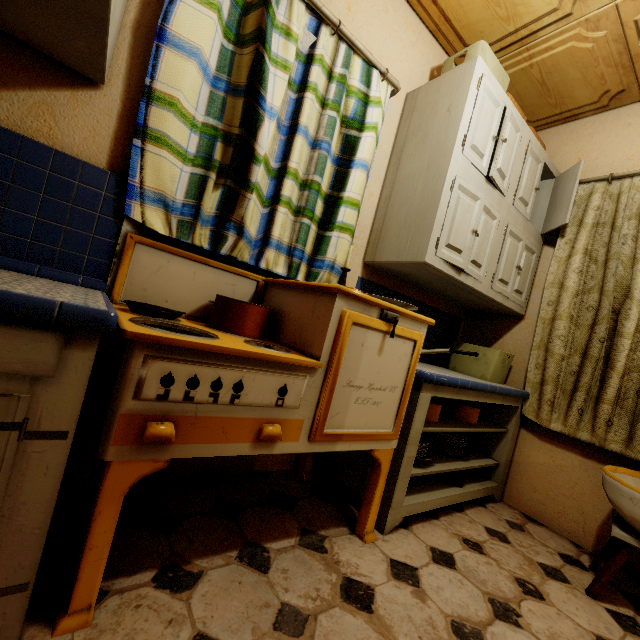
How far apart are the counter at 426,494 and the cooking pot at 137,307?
1.0m

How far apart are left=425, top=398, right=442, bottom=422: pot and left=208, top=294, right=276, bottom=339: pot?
1.0m

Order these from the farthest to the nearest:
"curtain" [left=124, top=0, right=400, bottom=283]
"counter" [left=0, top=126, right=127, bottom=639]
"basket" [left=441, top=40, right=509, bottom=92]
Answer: "basket" [left=441, top=40, right=509, bottom=92], "curtain" [left=124, top=0, right=400, bottom=283], "counter" [left=0, top=126, right=127, bottom=639]

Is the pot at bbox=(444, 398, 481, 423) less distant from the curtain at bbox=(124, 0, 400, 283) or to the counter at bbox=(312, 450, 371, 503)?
the counter at bbox=(312, 450, 371, 503)

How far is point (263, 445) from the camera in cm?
107

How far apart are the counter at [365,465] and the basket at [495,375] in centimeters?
4cm

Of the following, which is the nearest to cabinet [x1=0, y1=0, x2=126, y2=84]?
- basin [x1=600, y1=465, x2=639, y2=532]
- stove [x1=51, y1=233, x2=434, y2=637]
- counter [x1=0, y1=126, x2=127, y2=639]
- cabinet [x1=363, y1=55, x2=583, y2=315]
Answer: counter [x1=0, y1=126, x2=127, y2=639]

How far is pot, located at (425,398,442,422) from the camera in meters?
1.8
